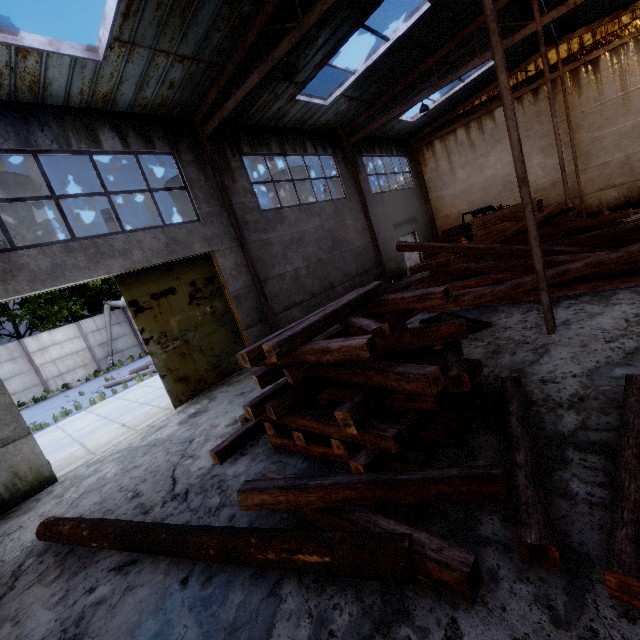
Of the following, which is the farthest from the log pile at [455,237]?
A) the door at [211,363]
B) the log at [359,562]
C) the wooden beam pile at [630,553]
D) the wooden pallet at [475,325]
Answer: the log at [359,562]

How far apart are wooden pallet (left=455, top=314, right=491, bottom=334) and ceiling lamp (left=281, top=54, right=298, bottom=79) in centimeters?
689cm

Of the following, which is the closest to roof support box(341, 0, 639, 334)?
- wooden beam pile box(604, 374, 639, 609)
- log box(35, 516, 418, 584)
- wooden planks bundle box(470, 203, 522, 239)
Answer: wooden planks bundle box(470, 203, 522, 239)

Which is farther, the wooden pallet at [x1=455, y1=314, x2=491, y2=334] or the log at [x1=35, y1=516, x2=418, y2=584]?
the wooden pallet at [x1=455, y1=314, x2=491, y2=334]

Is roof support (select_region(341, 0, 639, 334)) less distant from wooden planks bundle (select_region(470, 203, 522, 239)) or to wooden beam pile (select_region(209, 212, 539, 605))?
wooden planks bundle (select_region(470, 203, 522, 239))

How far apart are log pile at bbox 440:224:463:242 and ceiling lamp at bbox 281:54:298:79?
14.98m

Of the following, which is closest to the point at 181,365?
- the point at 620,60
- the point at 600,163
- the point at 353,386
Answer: the point at 353,386

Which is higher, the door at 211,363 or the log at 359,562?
the door at 211,363
